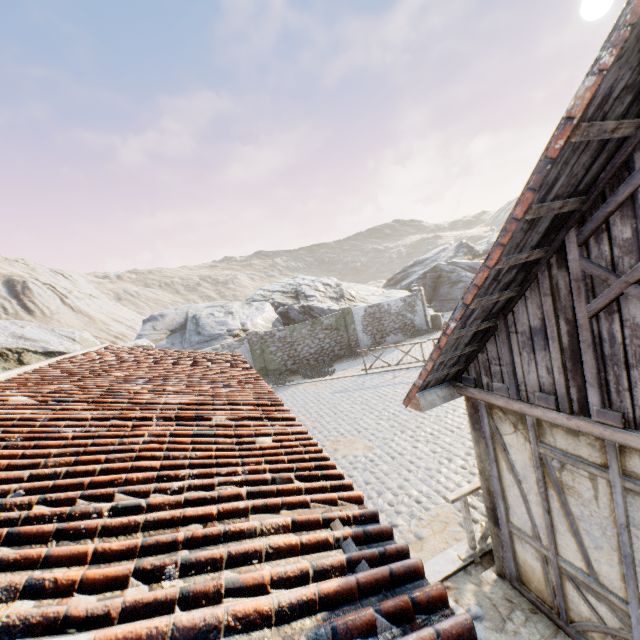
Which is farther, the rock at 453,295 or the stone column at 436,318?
the stone column at 436,318

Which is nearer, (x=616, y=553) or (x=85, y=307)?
(x=616, y=553)

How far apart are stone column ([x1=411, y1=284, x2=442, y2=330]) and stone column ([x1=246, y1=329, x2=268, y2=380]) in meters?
11.4 m

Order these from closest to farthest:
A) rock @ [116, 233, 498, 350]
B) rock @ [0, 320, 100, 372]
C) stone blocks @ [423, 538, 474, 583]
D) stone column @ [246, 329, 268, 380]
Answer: →
stone blocks @ [423, 538, 474, 583]
rock @ [0, 320, 100, 372]
stone column @ [246, 329, 268, 380]
rock @ [116, 233, 498, 350]

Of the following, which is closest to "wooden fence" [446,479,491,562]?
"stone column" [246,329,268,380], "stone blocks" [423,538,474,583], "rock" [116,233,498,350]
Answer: "stone blocks" [423,538,474,583]

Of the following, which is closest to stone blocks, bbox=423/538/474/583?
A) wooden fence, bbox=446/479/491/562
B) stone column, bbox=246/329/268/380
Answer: wooden fence, bbox=446/479/491/562

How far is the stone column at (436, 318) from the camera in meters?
22.8

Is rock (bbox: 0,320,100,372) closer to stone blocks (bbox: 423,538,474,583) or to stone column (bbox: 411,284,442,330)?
stone blocks (bbox: 423,538,474,583)
